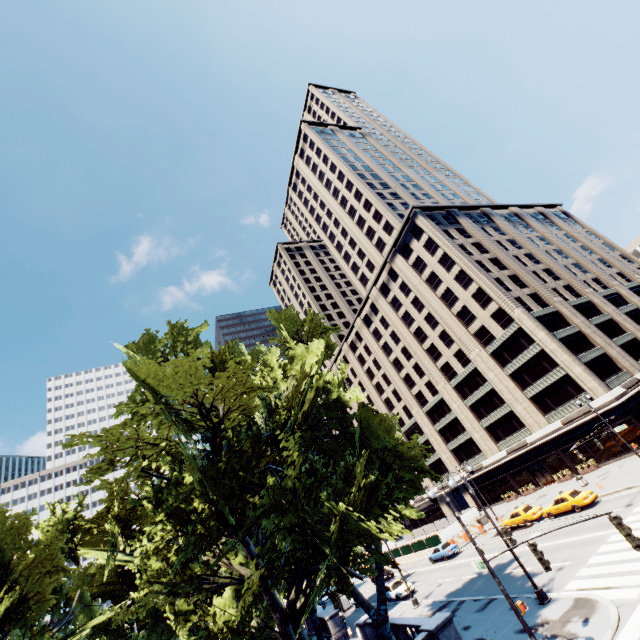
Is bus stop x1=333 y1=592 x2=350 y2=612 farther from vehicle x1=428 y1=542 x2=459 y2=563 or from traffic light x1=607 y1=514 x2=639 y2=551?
traffic light x1=607 y1=514 x2=639 y2=551

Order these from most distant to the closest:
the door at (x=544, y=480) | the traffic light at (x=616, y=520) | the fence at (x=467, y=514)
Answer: → the fence at (x=467, y=514), the door at (x=544, y=480), the traffic light at (x=616, y=520)

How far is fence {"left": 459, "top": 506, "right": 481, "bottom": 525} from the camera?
44.3 meters

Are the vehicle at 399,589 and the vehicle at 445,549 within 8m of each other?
yes

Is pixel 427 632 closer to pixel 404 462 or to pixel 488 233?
pixel 404 462

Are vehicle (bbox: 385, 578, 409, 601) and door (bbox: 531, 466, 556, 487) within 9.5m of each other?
no

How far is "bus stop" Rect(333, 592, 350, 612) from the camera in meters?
40.4 m

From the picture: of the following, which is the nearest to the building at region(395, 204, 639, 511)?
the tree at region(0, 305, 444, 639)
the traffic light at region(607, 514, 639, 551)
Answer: the tree at region(0, 305, 444, 639)
